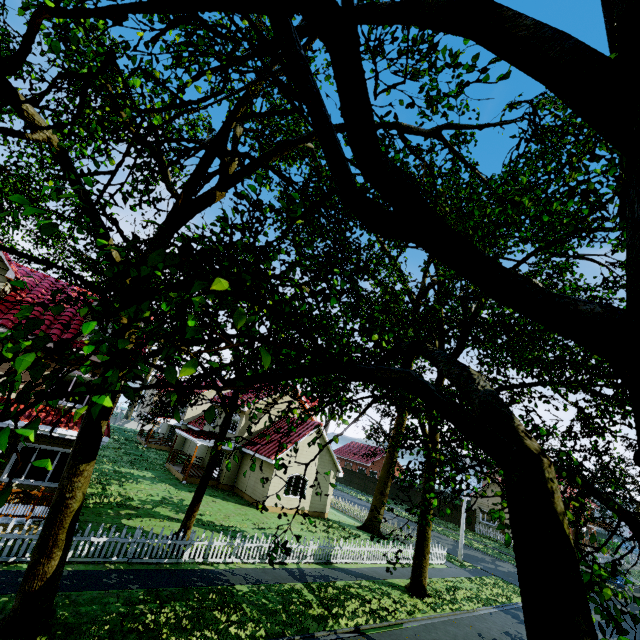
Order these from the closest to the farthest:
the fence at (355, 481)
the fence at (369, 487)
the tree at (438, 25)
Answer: the tree at (438, 25), the fence at (369, 487), the fence at (355, 481)

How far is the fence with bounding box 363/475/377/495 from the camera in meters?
46.7

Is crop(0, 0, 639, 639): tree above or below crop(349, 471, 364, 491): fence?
above

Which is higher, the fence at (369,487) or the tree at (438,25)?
the tree at (438,25)

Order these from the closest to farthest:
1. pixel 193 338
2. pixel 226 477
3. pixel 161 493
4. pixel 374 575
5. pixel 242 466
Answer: pixel 193 338, pixel 374 575, pixel 161 493, pixel 226 477, pixel 242 466

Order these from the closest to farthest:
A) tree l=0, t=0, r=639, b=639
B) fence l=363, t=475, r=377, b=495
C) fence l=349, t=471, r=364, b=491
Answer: tree l=0, t=0, r=639, b=639 → fence l=363, t=475, r=377, b=495 → fence l=349, t=471, r=364, b=491

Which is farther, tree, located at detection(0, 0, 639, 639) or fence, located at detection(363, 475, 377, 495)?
fence, located at detection(363, 475, 377, 495)
